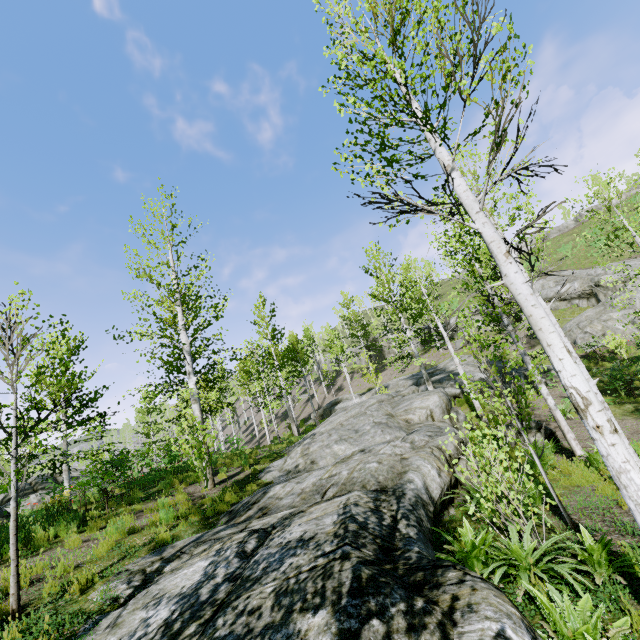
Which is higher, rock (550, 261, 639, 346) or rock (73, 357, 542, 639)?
rock (550, 261, 639, 346)

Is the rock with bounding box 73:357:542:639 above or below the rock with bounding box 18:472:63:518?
below

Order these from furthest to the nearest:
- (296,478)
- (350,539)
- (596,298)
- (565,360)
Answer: (596,298) → (296,478) → (350,539) → (565,360)

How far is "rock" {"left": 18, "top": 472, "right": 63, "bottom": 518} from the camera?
13.00m

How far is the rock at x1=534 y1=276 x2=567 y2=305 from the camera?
26.6 meters

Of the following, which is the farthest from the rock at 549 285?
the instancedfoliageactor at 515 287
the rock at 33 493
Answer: the rock at 33 493

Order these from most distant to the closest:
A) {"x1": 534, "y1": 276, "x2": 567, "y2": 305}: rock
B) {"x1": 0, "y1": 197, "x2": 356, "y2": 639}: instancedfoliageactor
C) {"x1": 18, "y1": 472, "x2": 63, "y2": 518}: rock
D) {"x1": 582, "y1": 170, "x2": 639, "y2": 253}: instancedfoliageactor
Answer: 1. {"x1": 534, "y1": 276, "x2": 567, "y2": 305}: rock
2. {"x1": 18, "y1": 472, "x2": 63, "y2": 518}: rock
3. {"x1": 582, "y1": 170, "x2": 639, "y2": 253}: instancedfoliageactor
4. {"x1": 0, "y1": 197, "x2": 356, "y2": 639}: instancedfoliageactor

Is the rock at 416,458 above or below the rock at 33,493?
below
